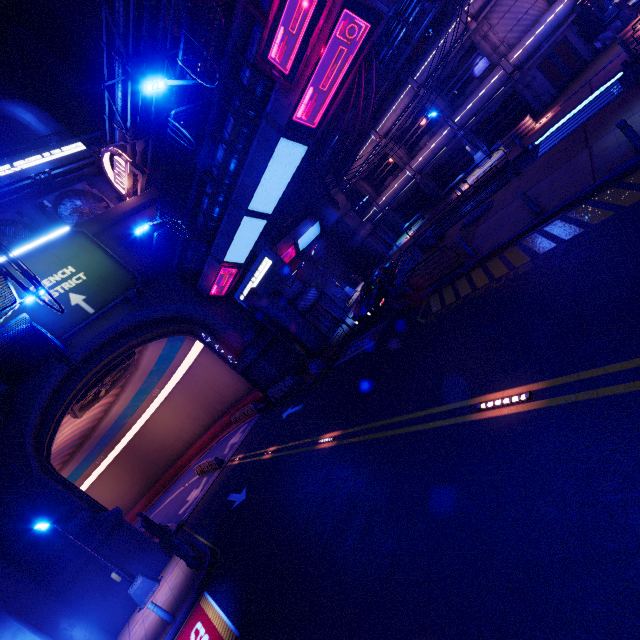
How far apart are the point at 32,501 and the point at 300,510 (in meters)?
14.91

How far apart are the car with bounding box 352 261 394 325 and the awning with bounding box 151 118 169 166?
22.7 meters

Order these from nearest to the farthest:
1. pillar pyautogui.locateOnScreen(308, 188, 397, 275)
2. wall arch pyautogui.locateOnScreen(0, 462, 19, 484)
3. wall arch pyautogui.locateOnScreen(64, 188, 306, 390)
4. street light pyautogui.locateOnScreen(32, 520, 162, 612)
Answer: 1. street light pyautogui.locateOnScreen(32, 520, 162, 612)
2. wall arch pyautogui.locateOnScreen(0, 462, 19, 484)
3. wall arch pyautogui.locateOnScreen(64, 188, 306, 390)
4. pillar pyautogui.locateOnScreen(308, 188, 397, 275)

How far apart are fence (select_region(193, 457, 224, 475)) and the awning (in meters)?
27.48

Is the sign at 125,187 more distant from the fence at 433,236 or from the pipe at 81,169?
the fence at 433,236

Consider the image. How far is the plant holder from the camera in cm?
2227

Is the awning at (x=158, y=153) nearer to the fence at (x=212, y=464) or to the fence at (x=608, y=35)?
the fence at (x=212, y=464)

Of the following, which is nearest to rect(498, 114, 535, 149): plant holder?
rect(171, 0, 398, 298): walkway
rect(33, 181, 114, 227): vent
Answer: rect(171, 0, 398, 298): walkway
